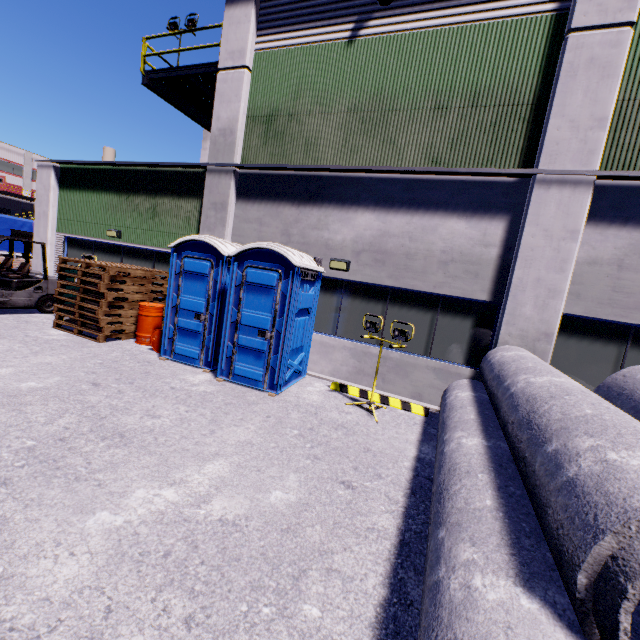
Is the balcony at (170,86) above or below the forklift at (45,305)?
above

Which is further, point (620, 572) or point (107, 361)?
point (107, 361)

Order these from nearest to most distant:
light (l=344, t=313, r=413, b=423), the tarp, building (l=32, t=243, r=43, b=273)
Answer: light (l=344, t=313, r=413, b=423) < building (l=32, t=243, r=43, b=273) < the tarp

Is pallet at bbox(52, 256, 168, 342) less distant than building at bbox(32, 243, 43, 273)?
Yes

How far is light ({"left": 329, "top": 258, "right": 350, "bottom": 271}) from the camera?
7.6m

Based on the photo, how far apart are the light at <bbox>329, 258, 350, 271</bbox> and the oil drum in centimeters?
406cm

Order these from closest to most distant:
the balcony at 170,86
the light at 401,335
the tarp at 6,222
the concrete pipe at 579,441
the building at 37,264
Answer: the concrete pipe at 579,441 → the light at 401,335 → the balcony at 170,86 → the building at 37,264 → the tarp at 6,222

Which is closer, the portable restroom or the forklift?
the portable restroom
